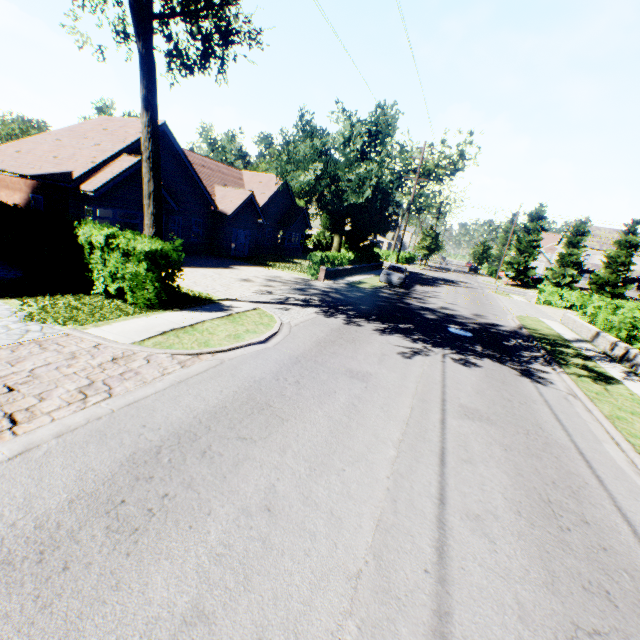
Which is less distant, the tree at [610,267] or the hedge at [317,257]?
→ the hedge at [317,257]

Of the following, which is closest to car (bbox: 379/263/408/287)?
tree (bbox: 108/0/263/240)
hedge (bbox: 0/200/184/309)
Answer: tree (bbox: 108/0/263/240)

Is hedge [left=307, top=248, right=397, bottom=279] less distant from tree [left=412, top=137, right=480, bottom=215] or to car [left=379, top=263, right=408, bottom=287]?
tree [left=412, top=137, right=480, bottom=215]

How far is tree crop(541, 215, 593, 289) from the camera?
44.19m

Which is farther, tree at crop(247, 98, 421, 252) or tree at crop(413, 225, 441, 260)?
tree at crop(413, 225, 441, 260)

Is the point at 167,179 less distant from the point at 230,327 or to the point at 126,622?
the point at 230,327

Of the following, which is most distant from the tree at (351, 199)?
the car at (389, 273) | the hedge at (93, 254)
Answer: the car at (389, 273)
